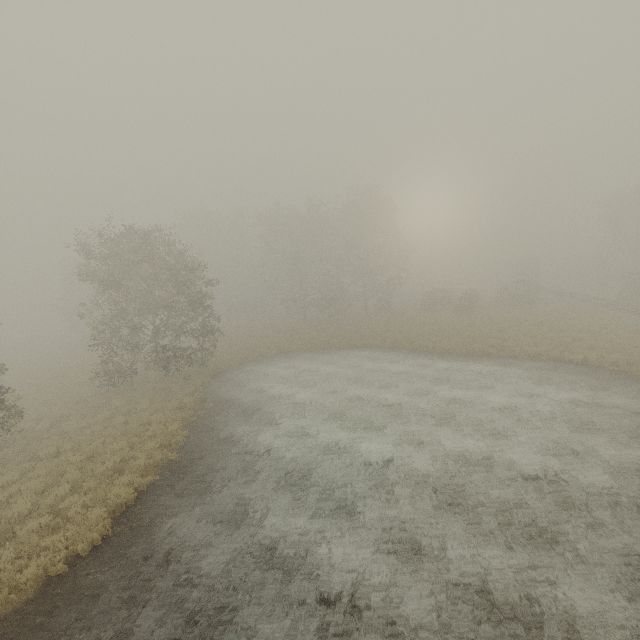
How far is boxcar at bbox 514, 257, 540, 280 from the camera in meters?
56.8

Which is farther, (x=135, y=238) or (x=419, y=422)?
(x=135, y=238)

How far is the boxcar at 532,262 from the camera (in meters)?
56.78
